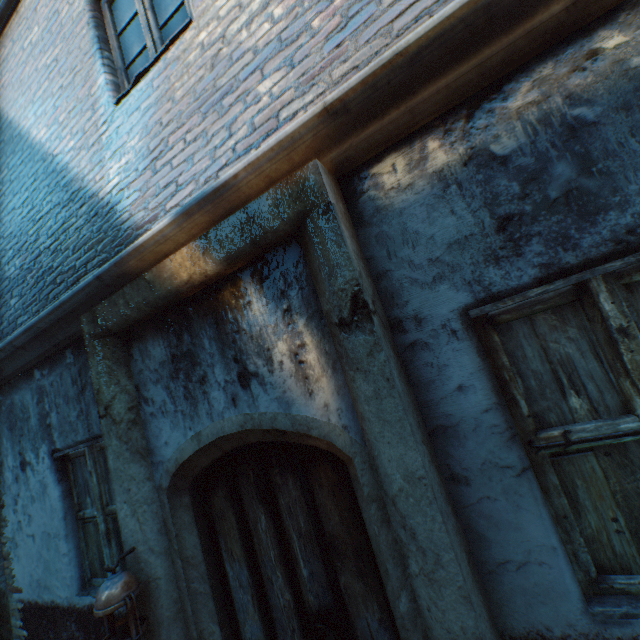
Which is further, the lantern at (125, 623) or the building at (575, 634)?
the lantern at (125, 623)

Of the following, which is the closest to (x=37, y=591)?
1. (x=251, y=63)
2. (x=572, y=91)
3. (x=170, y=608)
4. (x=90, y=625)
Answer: (x=90, y=625)

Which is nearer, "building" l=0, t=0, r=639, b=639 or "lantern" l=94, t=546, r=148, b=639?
"building" l=0, t=0, r=639, b=639
